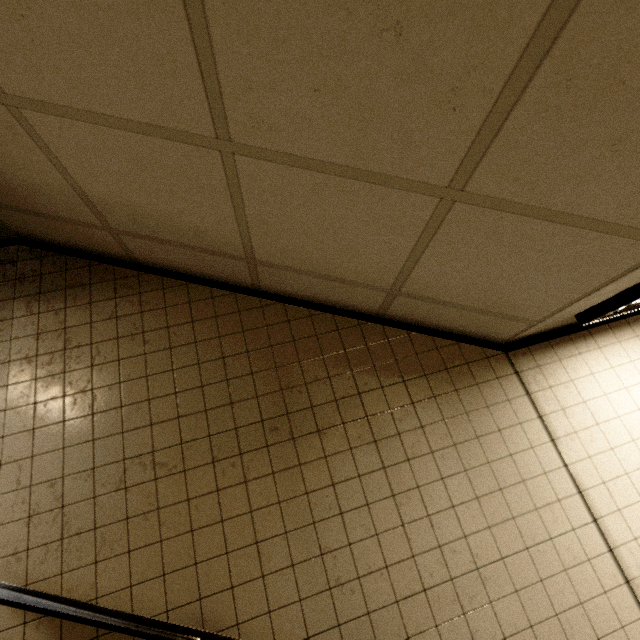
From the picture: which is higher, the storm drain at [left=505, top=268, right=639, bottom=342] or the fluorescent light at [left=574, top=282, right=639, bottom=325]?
the storm drain at [left=505, top=268, right=639, bottom=342]

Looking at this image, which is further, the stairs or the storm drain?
the storm drain

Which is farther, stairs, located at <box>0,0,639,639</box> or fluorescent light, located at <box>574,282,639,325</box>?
fluorescent light, located at <box>574,282,639,325</box>

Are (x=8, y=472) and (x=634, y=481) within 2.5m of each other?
no

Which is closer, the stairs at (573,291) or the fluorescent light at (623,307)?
the stairs at (573,291)

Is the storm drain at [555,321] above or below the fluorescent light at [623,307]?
above
